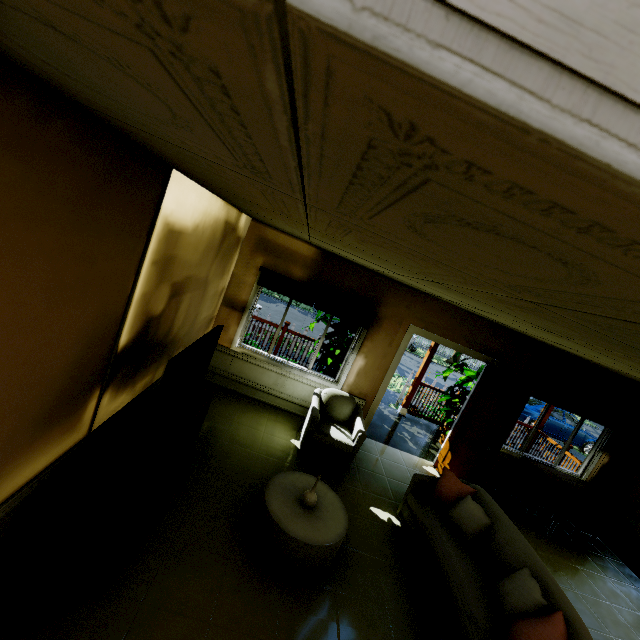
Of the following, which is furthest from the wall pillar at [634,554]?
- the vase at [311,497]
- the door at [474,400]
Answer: the vase at [311,497]

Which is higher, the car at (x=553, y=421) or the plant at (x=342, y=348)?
the plant at (x=342, y=348)

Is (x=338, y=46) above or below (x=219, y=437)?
above

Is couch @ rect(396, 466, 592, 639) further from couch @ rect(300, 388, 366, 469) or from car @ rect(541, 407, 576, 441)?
car @ rect(541, 407, 576, 441)

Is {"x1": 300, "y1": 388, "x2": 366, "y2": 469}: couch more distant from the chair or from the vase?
the chair

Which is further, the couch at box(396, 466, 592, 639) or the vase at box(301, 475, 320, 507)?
the vase at box(301, 475, 320, 507)

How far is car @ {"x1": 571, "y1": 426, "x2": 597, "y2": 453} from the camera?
13.57m

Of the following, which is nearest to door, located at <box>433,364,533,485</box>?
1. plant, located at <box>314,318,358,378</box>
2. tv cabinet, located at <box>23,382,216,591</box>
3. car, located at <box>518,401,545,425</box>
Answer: plant, located at <box>314,318,358,378</box>
